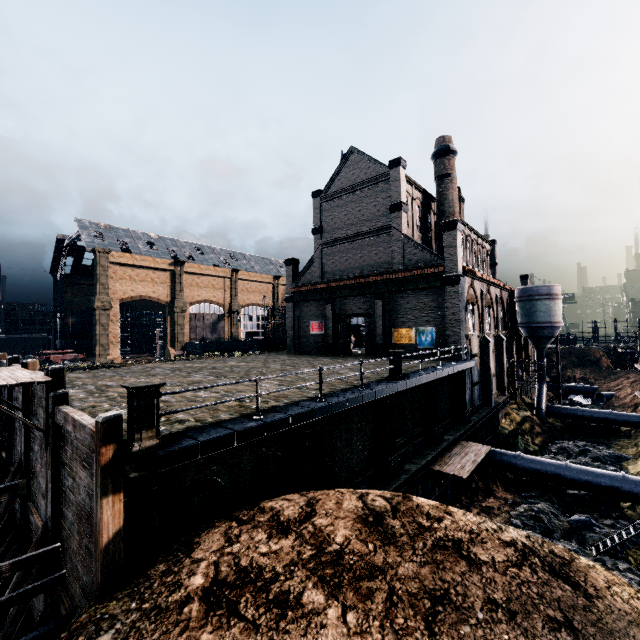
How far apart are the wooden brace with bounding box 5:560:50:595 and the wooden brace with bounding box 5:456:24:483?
4.83m

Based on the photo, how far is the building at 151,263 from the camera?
49.94m

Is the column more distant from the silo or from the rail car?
the rail car

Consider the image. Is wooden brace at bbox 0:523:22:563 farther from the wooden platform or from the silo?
the silo

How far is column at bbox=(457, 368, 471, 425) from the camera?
24.57m

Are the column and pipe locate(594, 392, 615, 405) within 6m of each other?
no

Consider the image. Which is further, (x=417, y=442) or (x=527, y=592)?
(x=417, y=442)
